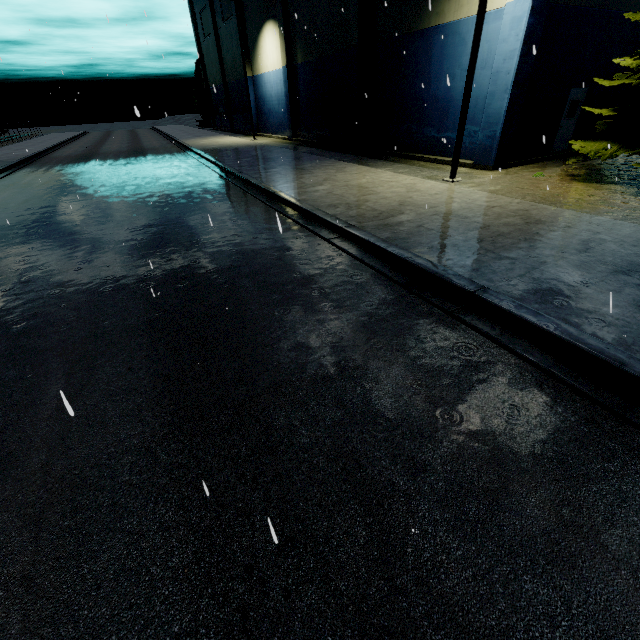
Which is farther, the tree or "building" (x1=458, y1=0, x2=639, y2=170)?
"building" (x1=458, y1=0, x2=639, y2=170)

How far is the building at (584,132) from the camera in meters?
15.2

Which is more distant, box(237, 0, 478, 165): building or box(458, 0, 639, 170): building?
box(237, 0, 478, 165): building

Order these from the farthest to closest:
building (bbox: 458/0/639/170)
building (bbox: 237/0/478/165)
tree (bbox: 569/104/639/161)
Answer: building (bbox: 237/0/478/165), building (bbox: 458/0/639/170), tree (bbox: 569/104/639/161)

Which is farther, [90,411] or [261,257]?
[261,257]

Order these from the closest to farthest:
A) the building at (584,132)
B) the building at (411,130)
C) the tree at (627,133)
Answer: the tree at (627,133), the building at (411,130), the building at (584,132)

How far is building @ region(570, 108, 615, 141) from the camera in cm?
1525
